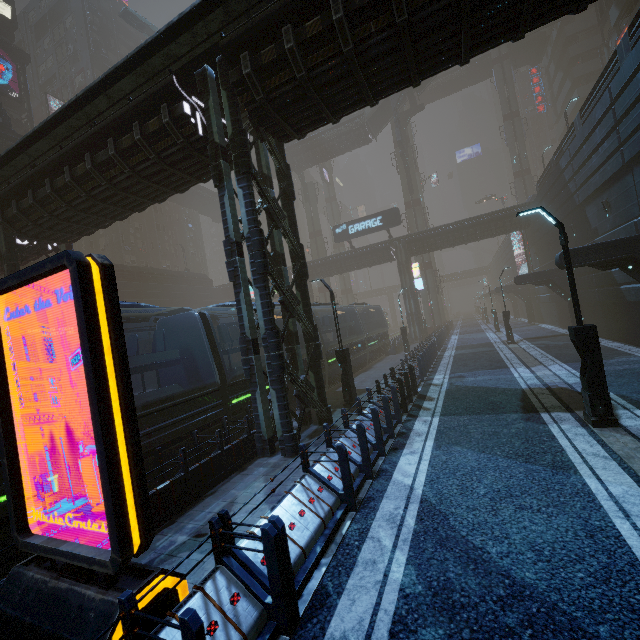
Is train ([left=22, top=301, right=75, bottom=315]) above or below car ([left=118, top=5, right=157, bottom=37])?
below

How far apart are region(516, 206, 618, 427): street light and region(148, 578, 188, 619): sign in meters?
9.1 m

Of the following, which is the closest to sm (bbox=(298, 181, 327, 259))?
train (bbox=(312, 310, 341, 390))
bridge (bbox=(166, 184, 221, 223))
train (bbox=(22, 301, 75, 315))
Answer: train (bbox=(22, 301, 75, 315))

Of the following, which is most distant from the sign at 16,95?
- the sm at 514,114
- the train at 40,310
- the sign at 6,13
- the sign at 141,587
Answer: the sm at 514,114

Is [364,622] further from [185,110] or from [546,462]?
[185,110]

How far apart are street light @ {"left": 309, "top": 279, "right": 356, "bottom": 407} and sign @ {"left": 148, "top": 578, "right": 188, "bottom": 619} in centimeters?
956cm

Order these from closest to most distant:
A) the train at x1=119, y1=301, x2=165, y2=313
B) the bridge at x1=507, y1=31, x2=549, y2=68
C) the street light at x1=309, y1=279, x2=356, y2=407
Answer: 1. the train at x1=119, y1=301, x2=165, y2=313
2. the street light at x1=309, y1=279, x2=356, y2=407
3. the bridge at x1=507, y1=31, x2=549, y2=68

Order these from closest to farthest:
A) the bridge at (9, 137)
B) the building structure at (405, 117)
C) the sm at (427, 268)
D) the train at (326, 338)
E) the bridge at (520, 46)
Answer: the train at (326, 338), the bridge at (9, 137), the building structure at (405, 117), the sm at (427, 268), the bridge at (520, 46)
